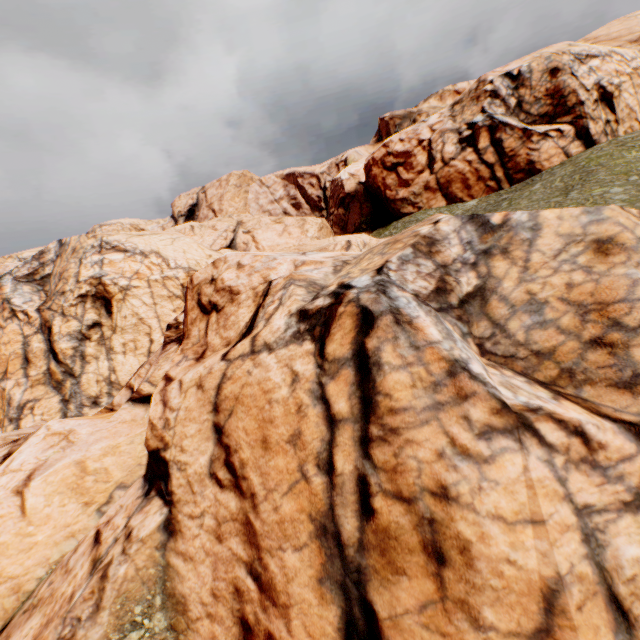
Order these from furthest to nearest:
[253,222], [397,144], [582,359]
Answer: [397,144]
[253,222]
[582,359]
